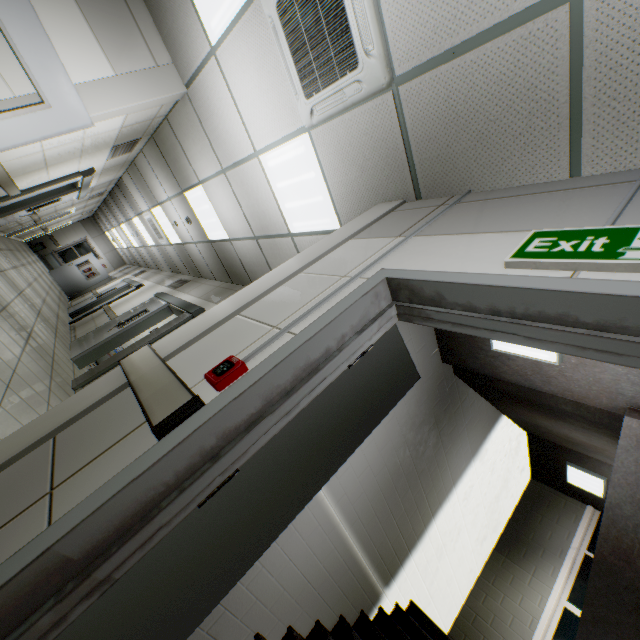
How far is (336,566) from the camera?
→ 3.0 meters

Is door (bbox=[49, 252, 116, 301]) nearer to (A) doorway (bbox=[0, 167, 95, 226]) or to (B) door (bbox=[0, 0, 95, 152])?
(A) doorway (bbox=[0, 167, 95, 226])

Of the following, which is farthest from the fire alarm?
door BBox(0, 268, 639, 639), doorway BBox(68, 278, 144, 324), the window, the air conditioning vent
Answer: the window

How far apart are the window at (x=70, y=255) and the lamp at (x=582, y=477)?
22.3 meters

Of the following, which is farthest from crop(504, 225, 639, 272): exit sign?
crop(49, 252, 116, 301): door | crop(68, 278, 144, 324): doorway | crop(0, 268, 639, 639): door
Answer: crop(49, 252, 116, 301): door

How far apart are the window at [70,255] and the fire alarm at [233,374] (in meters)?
21.44

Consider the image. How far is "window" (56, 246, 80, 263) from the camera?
17.46m

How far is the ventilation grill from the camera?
5.41m
